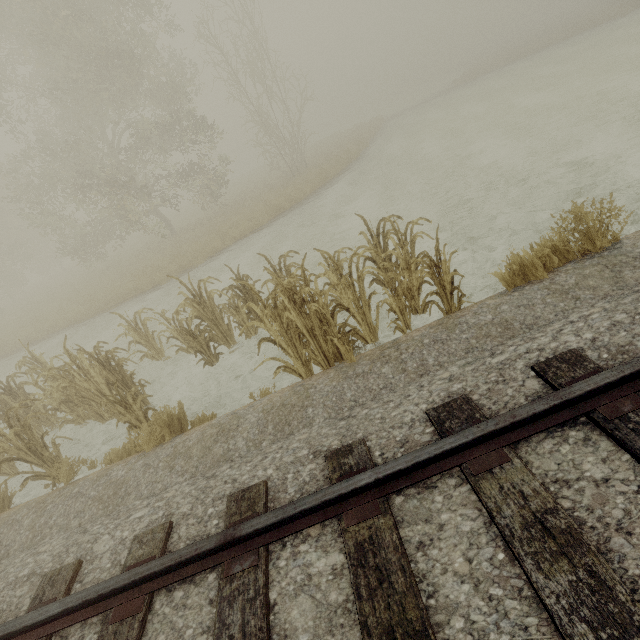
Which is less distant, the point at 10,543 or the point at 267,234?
the point at 10,543

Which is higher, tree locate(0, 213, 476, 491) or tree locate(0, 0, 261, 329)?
tree locate(0, 0, 261, 329)

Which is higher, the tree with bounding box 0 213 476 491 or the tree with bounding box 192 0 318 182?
the tree with bounding box 192 0 318 182

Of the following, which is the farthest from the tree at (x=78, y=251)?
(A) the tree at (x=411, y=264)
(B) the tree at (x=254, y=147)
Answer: (A) the tree at (x=411, y=264)

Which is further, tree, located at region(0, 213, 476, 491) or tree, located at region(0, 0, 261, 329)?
tree, located at region(0, 0, 261, 329)

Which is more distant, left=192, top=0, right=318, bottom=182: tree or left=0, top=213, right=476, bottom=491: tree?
left=192, top=0, right=318, bottom=182: tree

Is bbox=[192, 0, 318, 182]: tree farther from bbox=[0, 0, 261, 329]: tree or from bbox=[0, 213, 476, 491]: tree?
bbox=[0, 213, 476, 491]: tree

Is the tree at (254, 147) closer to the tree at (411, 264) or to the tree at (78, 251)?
the tree at (78, 251)
